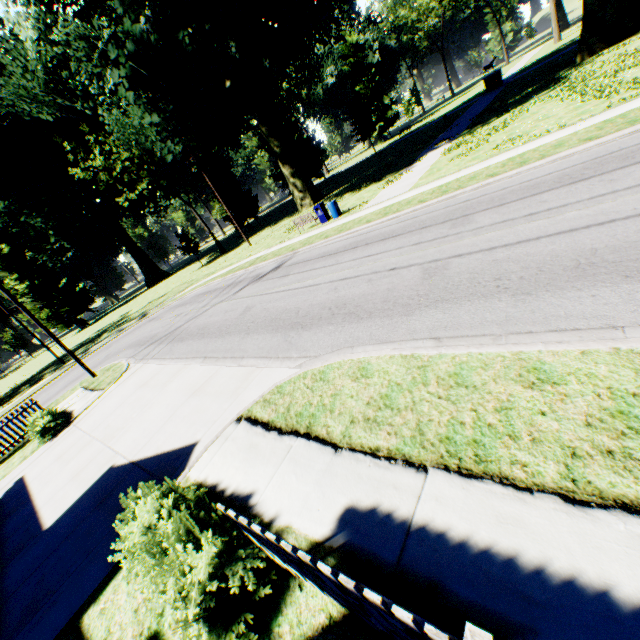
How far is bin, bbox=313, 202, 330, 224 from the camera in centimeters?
2072cm

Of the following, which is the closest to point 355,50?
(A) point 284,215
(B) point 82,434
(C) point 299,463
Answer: (A) point 284,215

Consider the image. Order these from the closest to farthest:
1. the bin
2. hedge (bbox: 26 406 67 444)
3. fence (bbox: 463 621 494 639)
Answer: fence (bbox: 463 621 494 639) → hedge (bbox: 26 406 67 444) → the bin

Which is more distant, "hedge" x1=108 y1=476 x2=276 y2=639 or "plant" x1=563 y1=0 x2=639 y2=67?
"plant" x1=563 y1=0 x2=639 y2=67

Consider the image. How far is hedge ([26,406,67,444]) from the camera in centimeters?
1212cm

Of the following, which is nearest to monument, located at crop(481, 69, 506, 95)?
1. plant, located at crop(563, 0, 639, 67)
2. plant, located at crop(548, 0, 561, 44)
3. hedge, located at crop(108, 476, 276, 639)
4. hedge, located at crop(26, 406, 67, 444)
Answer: plant, located at crop(563, 0, 639, 67)

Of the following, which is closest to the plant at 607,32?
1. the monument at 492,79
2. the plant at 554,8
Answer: the monument at 492,79

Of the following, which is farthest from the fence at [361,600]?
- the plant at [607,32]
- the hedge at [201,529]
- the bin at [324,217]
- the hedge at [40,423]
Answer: the bin at [324,217]
